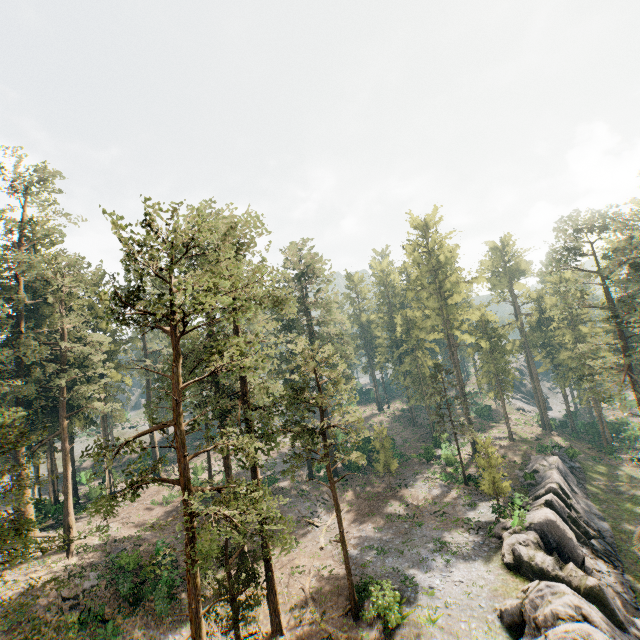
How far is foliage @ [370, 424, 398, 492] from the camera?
37.8m

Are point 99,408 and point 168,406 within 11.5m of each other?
no

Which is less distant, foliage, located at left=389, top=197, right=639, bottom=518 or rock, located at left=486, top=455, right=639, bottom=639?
rock, located at left=486, top=455, right=639, bottom=639

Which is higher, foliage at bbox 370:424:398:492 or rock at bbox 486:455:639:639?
foliage at bbox 370:424:398:492

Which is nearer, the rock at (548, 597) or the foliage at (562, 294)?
the rock at (548, 597)

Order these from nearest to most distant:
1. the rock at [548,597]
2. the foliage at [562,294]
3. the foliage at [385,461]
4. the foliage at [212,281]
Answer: the foliage at [212,281]
the rock at [548,597]
the foliage at [562,294]
the foliage at [385,461]

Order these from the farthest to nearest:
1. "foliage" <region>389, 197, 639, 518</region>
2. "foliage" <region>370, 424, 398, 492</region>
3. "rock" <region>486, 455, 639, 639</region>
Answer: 1. "foliage" <region>370, 424, 398, 492</region>
2. "foliage" <region>389, 197, 639, 518</region>
3. "rock" <region>486, 455, 639, 639</region>
